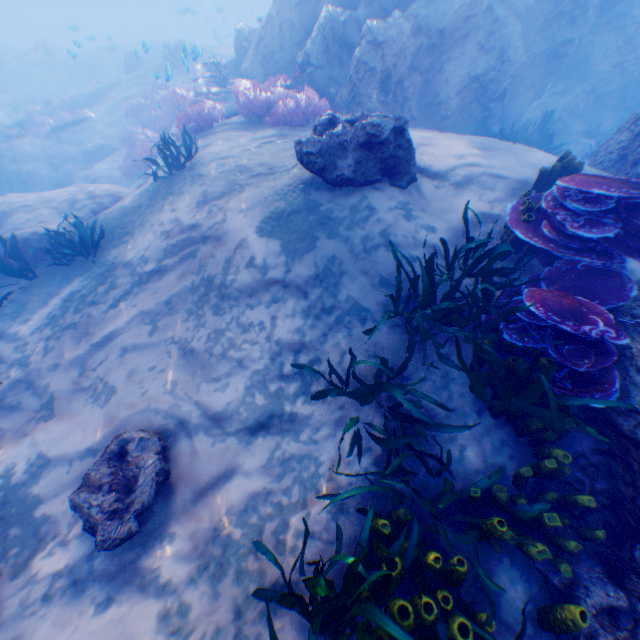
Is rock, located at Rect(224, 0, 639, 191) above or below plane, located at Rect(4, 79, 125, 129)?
above

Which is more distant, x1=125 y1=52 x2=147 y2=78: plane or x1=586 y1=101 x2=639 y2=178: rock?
x1=125 y1=52 x2=147 y2=78: plane

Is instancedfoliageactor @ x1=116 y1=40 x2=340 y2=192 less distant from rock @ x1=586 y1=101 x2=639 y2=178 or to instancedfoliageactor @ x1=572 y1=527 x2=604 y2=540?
rock @ x1=586 y1=101 x2=639 y2=178

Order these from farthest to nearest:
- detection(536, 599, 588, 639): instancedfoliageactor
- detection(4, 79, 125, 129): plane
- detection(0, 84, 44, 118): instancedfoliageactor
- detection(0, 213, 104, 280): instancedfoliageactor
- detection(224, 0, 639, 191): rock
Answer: detection(0, 84, 44, 118): instancedfoliageactor, detection(4, 79, 125, 129): plane, detection(0, 213, 104, 280): instancedfoliageactor, detection(224, 0, 639, 191): rock, detection(536, 599, 588, 639): instancedfoliageactor

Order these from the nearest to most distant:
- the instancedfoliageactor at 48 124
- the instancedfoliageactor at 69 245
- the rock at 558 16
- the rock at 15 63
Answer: the rock at 558 16
the instancedfoliageactor at 69 245
the instancedfoliageactor at 48 124
the rock at 15 63

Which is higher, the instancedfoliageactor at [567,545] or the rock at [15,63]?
the rock at [15,63]

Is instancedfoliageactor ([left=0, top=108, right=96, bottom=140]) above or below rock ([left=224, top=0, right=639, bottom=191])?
below

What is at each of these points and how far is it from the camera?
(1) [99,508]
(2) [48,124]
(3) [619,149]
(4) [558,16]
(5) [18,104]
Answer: (1) rock, 3.4m
(2) instancedfoliageactor, 18.5m
(3) rock, 7.6m
(4) rock, 10.7m
(5) instancedfoliageactor, 24.0m
